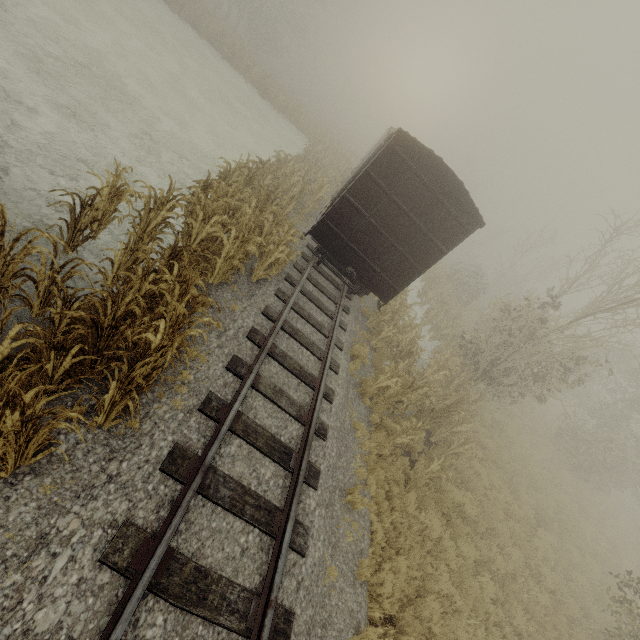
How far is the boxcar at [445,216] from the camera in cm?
843

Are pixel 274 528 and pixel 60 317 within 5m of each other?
yes

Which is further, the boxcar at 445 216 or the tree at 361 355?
the tree at 361 355

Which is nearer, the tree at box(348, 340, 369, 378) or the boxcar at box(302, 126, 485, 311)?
the boxcar at box(302, 126, 485, 311)

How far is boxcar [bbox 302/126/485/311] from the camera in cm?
843

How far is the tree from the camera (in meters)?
9.03

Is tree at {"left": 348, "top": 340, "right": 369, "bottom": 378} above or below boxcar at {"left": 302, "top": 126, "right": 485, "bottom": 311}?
below
